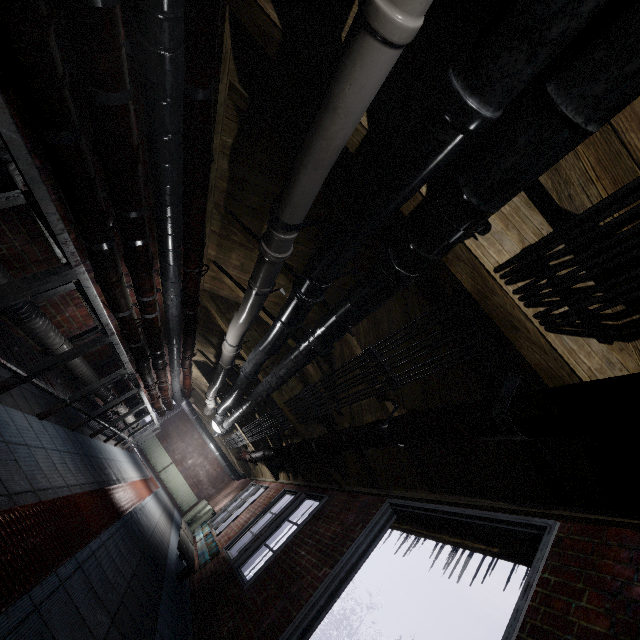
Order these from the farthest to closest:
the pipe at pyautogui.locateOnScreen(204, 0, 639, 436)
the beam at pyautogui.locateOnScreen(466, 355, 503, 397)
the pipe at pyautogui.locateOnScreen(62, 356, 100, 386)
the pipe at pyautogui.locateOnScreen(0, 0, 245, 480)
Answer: the pipe at pyautogui.locateOnScreen(62, 356, 100, 386), the beam at pyautogui.locateOnScreen(466, 355, 503, 397), the pipe at pyautogui.locateOnScreen(0, 0, 245, 480), the pipe at pyautogui.locateOnScreen(204, 0, 639, 436)

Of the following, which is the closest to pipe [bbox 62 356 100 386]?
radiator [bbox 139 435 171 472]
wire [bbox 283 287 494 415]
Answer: wire [bbox 283 287 494 415]

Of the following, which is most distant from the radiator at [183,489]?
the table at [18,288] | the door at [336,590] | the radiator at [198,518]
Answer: the door at [336,590]

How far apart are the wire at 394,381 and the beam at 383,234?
0.18m

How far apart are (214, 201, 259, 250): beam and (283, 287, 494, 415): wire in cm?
18

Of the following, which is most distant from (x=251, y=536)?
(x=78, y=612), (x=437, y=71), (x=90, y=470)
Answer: (x=437, y=71)

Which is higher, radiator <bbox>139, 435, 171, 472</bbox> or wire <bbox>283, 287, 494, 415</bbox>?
wire <bbox>283, 287, 494, 415</bbox>
